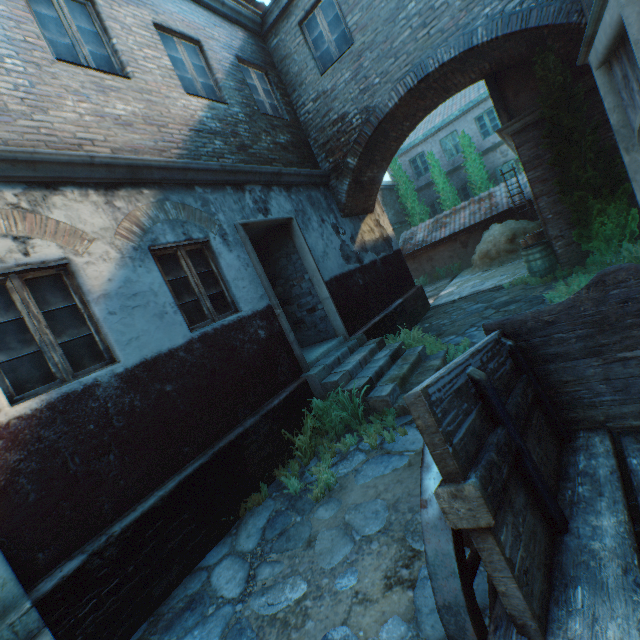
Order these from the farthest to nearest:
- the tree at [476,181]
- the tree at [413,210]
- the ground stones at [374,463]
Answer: the tree at [413,210] < the tree at [476,181] < the ground stones at [374,463]

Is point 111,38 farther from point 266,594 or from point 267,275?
point 266,594

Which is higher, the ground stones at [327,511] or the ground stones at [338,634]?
the ground stones at [338,634]

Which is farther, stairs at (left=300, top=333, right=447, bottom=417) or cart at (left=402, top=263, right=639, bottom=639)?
stairs at (left=300, top=333, right=447, bottom=417)

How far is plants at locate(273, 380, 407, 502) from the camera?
4.1m

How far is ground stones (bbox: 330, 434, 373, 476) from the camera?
4.2m

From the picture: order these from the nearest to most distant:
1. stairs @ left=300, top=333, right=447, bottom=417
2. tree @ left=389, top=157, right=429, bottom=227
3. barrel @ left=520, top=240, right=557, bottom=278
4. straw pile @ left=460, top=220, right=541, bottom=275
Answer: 1. stairs @ left=300, top=333, right=447, bottom=417
2. barrel @ left=520, top=240, right=557, bottom=278
3. straw pile @ left=460, top=220, right=541, bottom=275
4. tree @ left=389, top=157, right=429, bottom=227

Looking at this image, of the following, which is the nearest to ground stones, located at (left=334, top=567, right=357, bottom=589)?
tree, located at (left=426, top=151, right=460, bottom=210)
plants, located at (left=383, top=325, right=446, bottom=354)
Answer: plants, located at (left=383, top=325, right=446, bottom=354)
